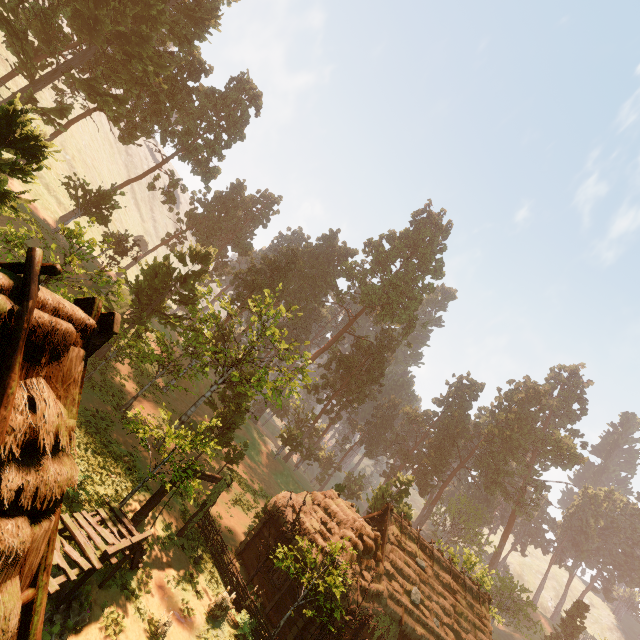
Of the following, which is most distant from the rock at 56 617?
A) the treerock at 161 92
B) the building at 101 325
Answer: the treerock at 161 92

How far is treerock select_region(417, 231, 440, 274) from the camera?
57.8 meters

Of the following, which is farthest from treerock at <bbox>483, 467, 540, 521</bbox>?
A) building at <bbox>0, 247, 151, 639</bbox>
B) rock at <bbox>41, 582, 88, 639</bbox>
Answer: rock at <bbox>41, 582, 88, 639</bbox>

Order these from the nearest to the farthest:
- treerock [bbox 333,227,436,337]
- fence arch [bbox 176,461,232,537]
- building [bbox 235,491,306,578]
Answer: fence arch [bbox 176,461,232,537] → building [bbox 235,491,306,578] → treerock [bbox 333,227,436,337]

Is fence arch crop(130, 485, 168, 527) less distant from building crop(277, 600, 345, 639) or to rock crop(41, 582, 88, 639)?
building crop(277, 600, 345, 639)

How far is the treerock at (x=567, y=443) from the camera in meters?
57.5 m

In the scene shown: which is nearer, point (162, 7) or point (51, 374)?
point (51, 374)

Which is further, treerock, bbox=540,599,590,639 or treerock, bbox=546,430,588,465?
treerock, bbox=546,430,588,465
